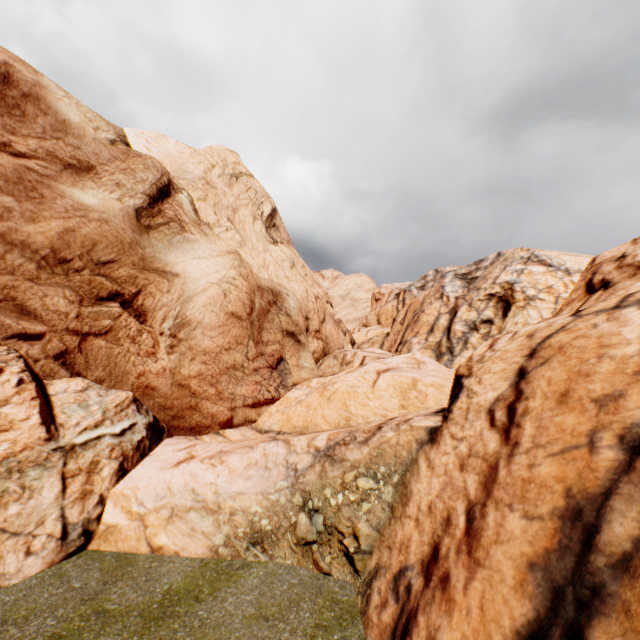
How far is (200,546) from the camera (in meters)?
7.55
